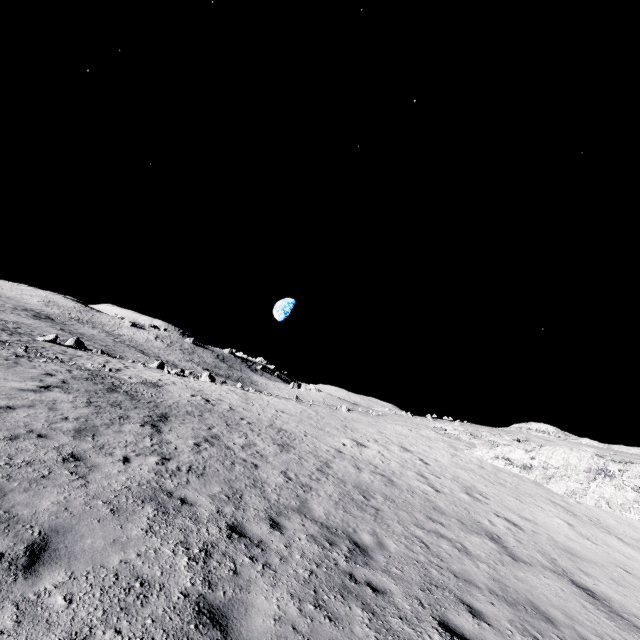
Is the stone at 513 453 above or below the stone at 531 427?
below

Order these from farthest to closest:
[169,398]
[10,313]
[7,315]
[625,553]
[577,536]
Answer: [10,313] → [7,315] → [169,398] → [577,536] → [625,553]

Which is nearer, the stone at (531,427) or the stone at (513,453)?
the stone at (513,453)

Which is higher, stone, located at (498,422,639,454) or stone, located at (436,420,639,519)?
stone, located at (498,422,639,454)

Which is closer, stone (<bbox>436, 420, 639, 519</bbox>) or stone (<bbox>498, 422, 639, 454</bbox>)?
stone (<bbox>436, 420, 639, 519</bbox>)
